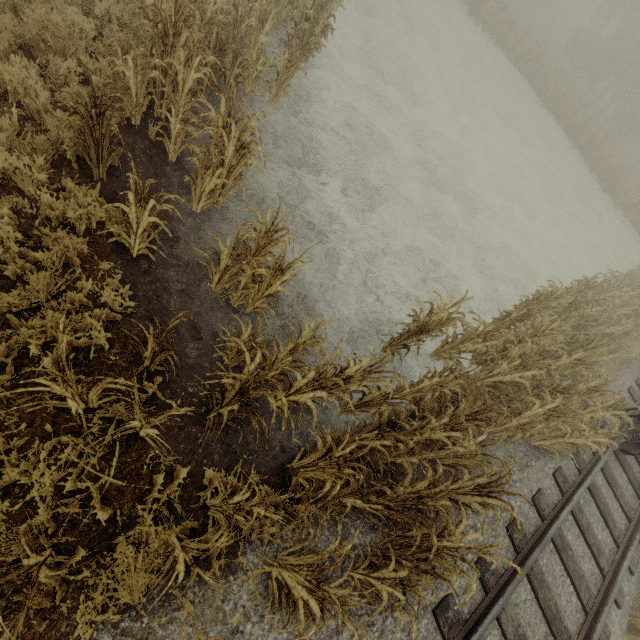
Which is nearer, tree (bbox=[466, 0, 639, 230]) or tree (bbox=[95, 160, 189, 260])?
tree (bbox=[95, 160, 189, 260])

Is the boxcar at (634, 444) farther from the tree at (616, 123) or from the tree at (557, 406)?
the tree at (616, 123)

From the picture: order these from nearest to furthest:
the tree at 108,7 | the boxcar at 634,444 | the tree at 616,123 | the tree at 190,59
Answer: the tree at 190,59 < the tree at 108,7 < the boxcar at 634,444 < the tree at 616,123

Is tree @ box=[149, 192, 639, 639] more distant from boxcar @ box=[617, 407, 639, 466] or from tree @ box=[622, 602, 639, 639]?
boxcar @ box=[617, 407, 639, 466]

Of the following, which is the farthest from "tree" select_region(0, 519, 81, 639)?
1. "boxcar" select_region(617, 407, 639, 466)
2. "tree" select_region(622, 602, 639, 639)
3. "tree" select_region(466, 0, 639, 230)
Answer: "tree" select_region(466, 0, 639, 230)

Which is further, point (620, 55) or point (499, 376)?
point (620, 55)

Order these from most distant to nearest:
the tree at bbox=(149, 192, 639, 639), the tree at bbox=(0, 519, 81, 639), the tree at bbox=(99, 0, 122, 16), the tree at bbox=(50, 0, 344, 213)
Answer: the tree at bbox=(99, 0, 122, 16) → the tree at bbox=(50, 0, 344, 213) → the tree at bbox=(149, 192, 639, 639) → the tree at bbox=(0, 519, 81, 639)

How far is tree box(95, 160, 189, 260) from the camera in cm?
371
